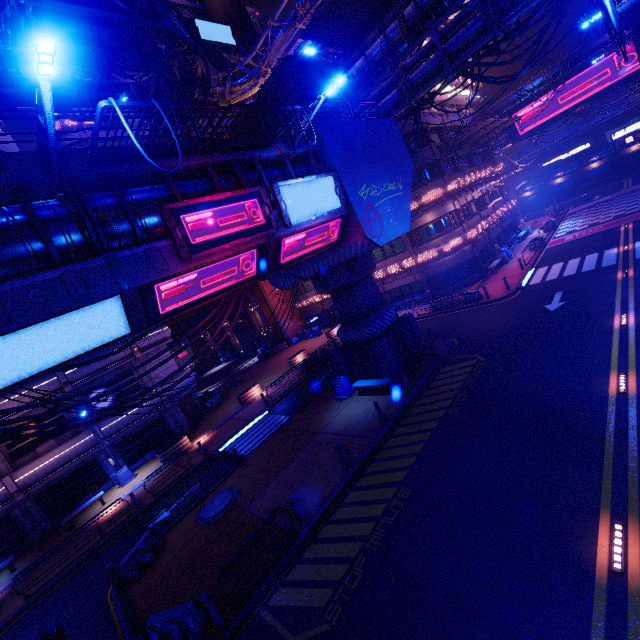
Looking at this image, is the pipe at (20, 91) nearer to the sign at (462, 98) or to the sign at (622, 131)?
the sign at (462, 98)

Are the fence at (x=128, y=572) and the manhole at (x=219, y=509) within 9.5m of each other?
yes

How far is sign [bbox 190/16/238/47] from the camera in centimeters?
4595cm

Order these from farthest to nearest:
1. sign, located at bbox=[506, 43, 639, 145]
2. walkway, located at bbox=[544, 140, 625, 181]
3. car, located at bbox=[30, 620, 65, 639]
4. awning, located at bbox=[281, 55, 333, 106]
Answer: walkway, located at bbox=[544, 140, 625, 181]
sign, located at bbox=[506, 43, 639, 145]
awning, located at bbox=[281, 55, 333, 106]
car, located at bbox=[30, 620, 65, 639]

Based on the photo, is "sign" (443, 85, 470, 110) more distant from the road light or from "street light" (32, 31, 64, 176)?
the road light

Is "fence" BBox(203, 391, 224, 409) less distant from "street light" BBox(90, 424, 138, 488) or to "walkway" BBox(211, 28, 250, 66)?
"street light" BBox(90, 424, 138, 488)

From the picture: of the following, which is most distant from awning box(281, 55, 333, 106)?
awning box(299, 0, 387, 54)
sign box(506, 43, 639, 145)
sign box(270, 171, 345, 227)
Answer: sign box(506, 43, 639, 145)

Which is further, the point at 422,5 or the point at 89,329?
the point at 422,5
